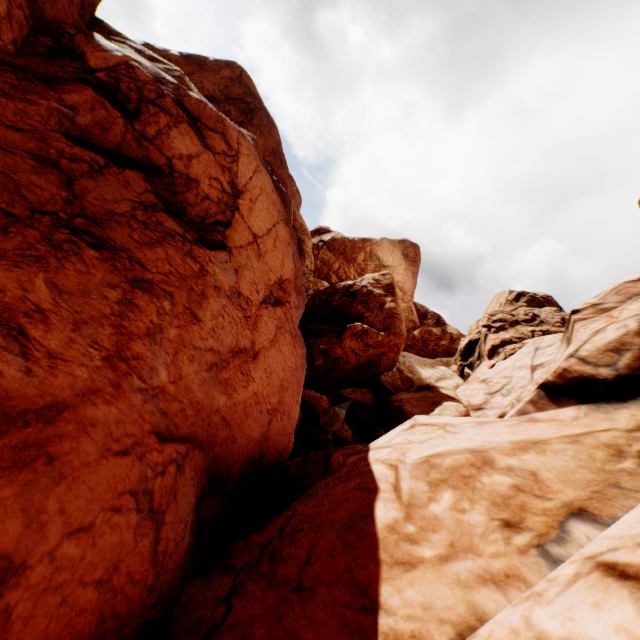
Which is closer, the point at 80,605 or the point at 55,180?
the point at 80,605
